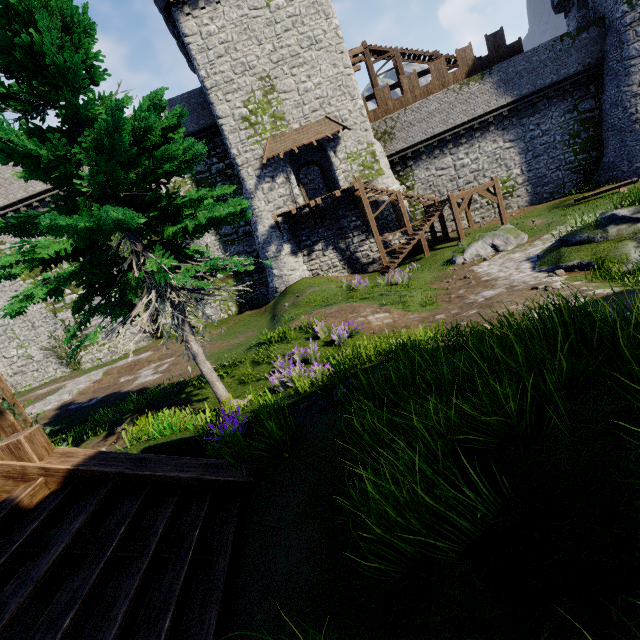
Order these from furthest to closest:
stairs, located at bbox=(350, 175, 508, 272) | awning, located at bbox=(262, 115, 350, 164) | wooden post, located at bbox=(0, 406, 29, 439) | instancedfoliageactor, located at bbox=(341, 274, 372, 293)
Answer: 1. awning, located at bbox=(262, 115, 350, 164)
2. stairs, located at bbox=(350, 175, 508, 272)
3. instancedfoliageactor, located at bbox=(341, 274, 372, 293)
4. wooden post, located at bbox=(0, 406, 29, 439)

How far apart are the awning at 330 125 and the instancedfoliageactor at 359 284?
10.5m

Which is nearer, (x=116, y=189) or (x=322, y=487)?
(x=322, y=487)

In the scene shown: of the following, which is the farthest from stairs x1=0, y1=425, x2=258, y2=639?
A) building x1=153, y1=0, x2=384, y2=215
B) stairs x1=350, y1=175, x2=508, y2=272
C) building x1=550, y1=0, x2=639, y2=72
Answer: building x1=550, y1=0, x2=639, y2=72

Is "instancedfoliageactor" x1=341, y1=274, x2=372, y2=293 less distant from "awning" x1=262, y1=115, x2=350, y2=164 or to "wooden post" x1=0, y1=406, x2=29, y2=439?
"awning" x1=262, y1=115, x2=350, y2=164

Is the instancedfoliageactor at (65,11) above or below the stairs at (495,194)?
above

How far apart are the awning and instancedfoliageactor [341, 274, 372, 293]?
10.49m

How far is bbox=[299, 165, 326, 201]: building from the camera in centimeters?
3009cm
